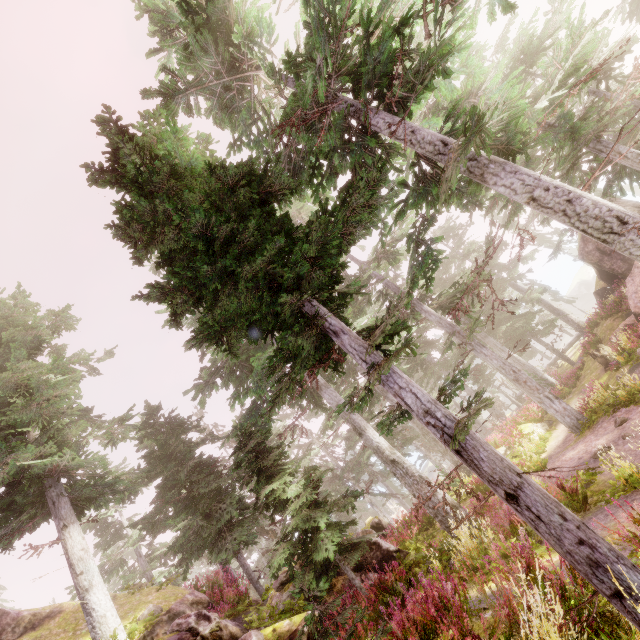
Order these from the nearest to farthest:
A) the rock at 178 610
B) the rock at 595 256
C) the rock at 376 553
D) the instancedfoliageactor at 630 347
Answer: the rock at 178 610 < the rock at 376 553 < the instancedfoliageactor at 630 347 < the rock at 595 256

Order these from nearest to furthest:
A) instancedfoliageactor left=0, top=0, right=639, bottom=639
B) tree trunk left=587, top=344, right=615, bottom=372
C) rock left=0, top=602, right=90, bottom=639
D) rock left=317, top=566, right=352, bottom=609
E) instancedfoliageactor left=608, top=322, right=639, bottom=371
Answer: instancedfoliageactor left=0, top=0, right=639, bottom=639 < rock left=317, top=566, right=352, bottom=609 < rock left=0, top=602, right=90, bottom=639 < instancedfoliageactor left=608, top=322, right=639, bottom=371 < tree trunk left=587, top=344, right=615, bottom=372

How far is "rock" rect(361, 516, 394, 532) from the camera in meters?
16.9

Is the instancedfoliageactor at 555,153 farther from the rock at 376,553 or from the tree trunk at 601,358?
the tree trunk at 601,358

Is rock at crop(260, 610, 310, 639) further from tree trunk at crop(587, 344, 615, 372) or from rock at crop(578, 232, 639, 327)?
tree trunk at crop(587, 344, 615, 372)

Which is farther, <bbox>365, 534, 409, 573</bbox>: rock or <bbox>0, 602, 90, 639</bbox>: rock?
<bbox>0, 602, 90, 639</bbox>: rock

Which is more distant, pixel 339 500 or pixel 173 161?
pixel 339 500

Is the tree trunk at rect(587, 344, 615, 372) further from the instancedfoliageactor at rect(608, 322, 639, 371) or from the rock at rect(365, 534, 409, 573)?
the rock at rect(365, 534, 409, 573)
